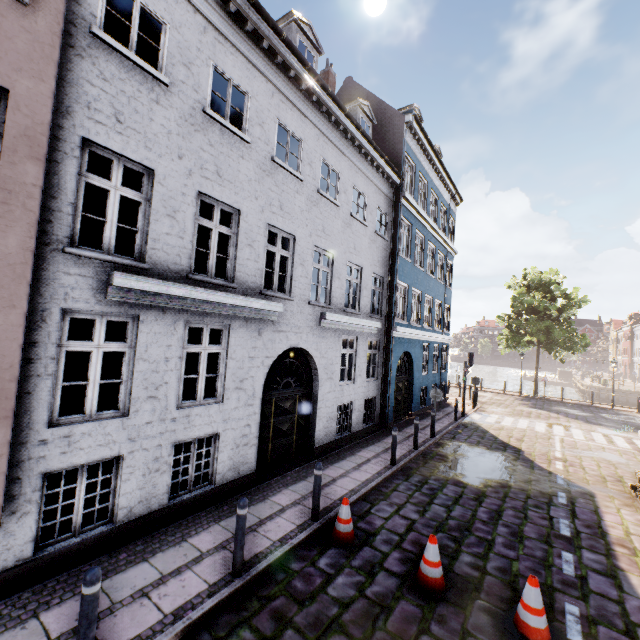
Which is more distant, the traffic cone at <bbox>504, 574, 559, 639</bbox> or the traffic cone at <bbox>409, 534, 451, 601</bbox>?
the traffic cone at <bbox>409, 534, 451, 601</bbox>

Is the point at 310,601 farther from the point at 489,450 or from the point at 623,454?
the point at 623,454

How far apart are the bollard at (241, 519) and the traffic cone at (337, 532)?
1.7 meters

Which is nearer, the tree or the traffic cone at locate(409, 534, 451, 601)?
the traffic cone at locate(409, 534, 451, 601)

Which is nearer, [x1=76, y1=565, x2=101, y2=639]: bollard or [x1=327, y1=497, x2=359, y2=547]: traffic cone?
[x1=76, y1=565, x2=101, y2=639]: bollard

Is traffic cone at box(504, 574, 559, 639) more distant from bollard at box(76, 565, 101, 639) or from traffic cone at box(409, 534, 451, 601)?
bollard at box(76, 565, 101, 639)

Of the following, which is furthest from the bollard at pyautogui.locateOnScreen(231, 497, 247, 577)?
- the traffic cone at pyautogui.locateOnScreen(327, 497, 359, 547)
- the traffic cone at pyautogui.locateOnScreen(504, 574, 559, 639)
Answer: the traffic cone at pyautogui.locateOnScreen(504, 574, 559, 639)

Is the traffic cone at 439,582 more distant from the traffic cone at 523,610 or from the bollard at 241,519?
the bollard at 241,519
